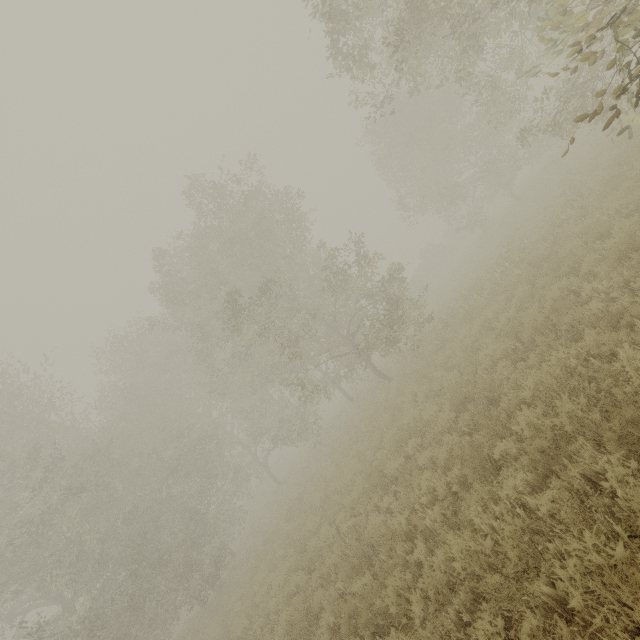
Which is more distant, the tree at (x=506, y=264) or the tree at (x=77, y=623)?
the tree at (x=506, y=264)

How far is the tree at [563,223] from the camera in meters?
9.4

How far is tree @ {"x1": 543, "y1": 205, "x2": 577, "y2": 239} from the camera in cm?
941

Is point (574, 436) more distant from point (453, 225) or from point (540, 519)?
point (453, 225)

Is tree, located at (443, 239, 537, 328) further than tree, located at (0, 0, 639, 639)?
Yes

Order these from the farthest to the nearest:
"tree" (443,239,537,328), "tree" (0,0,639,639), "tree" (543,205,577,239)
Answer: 1. "tree" (443,239,537,328)
2. "tree" (0,0,639,639)
3. "tree" (543,205,577,239)

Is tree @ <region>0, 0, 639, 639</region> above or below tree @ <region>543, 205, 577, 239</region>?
above
